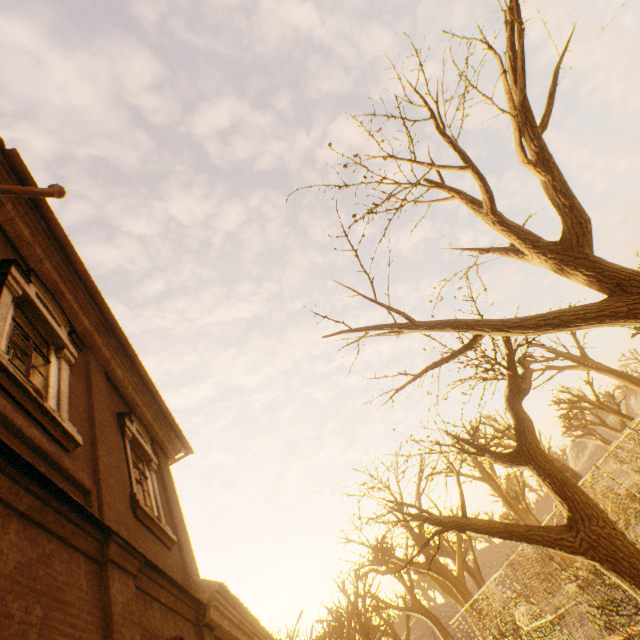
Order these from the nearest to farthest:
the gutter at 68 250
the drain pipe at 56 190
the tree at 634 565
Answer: the tree at 634 565 → the drain pipe at 56 190 → the gutter at 68 250

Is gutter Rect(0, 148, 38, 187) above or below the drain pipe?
above

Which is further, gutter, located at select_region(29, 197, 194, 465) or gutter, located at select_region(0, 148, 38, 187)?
gutter, located at select_region(29, 197, 194, 465)

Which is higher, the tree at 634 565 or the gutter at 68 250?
the gutter at 68 250

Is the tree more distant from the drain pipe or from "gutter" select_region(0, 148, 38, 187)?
"gutter" select_region(0, 148, 38, 187)

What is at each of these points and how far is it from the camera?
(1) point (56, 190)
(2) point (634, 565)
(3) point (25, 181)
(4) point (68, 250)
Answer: (1) drain pipe, 5.6 meters
(2) tree, 5.1 meters
(3) gutter, 5.7 meters
(4) gutter, 6.5 meters
